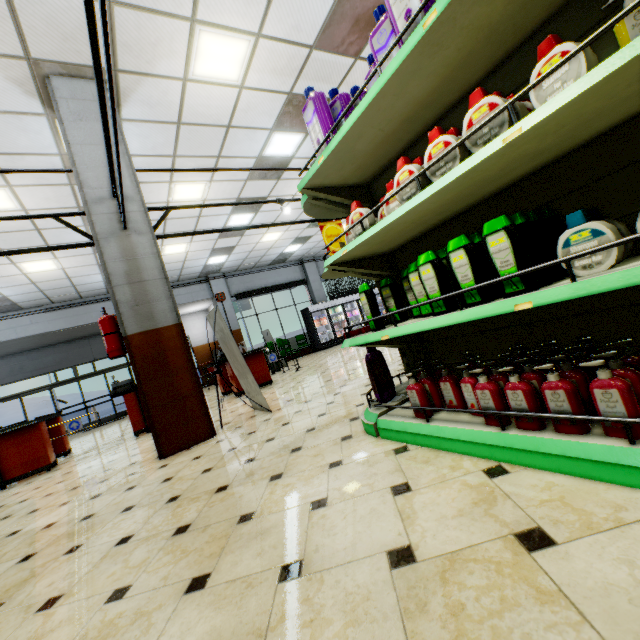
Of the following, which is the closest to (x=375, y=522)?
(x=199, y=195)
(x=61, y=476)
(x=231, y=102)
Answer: (x=61, y=476)

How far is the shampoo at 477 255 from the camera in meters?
1.2

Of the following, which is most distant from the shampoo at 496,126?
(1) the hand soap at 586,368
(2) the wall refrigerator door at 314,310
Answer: (2) the wall refrigerator door at 314,310

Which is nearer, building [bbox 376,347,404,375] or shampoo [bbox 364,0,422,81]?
shampoo [bbox 364,0,422,81]

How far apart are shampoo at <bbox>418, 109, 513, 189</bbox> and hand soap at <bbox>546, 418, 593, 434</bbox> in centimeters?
97cm

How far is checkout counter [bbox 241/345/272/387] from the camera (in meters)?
7.87

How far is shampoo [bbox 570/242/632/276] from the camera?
1.2m

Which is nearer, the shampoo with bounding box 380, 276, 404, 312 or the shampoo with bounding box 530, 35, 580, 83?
the shampoo with bounding box 530, 35, 580, 83
